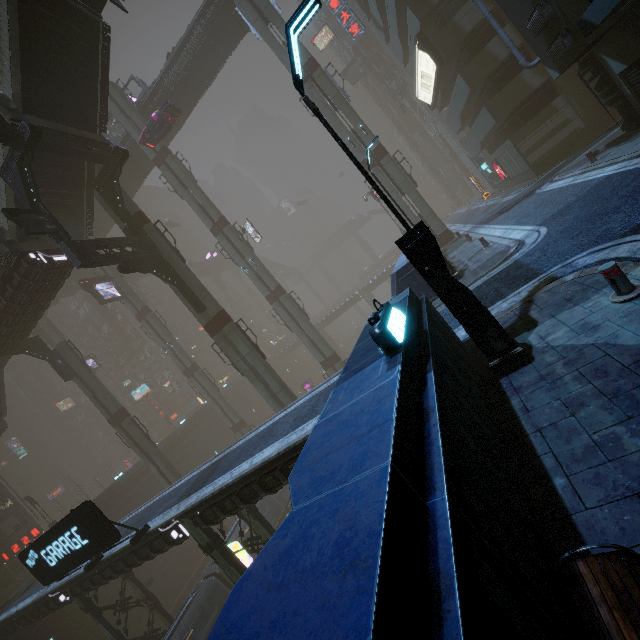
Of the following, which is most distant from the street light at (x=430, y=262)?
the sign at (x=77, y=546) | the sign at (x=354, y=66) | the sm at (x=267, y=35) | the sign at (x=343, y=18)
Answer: the sign at (x=354, y=66)

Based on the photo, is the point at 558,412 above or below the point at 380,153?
below

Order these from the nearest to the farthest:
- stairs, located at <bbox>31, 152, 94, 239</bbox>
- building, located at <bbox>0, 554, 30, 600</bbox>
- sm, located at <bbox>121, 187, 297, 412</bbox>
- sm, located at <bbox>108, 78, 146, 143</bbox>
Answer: stairs, located at <bbox>31, 152, 94, 239</bbox> < sm, located at <bbox>121, 187, 297, 412</bbox> < sm, located at <bbox>108, 78, 146, 143</bbox> < building, located at <bbox>0, 554, 30, 600</bbox>

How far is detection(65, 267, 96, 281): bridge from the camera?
46.8 meters

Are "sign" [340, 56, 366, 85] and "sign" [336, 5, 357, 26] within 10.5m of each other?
no

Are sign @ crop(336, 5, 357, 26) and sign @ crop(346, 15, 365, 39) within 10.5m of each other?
yes

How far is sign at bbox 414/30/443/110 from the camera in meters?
23.8

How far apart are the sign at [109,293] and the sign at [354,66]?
46.8m
